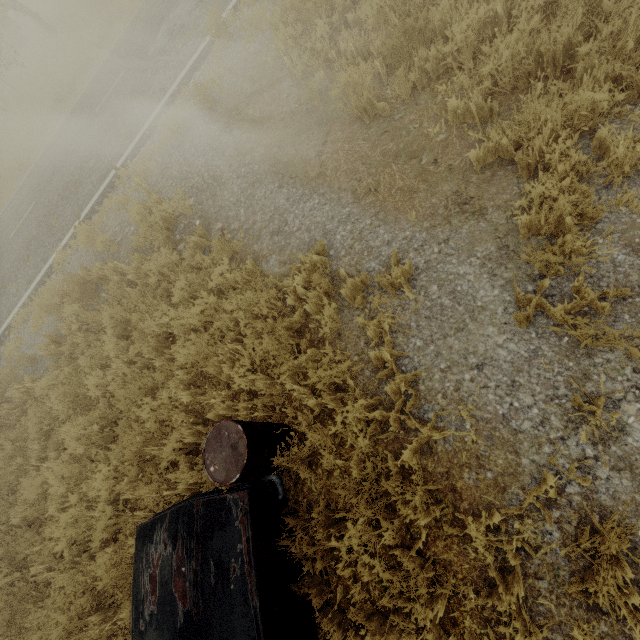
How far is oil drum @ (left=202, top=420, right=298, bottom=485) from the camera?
3.0 meters

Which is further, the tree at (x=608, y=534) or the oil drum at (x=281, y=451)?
the oil drum at (x=281, y=451)

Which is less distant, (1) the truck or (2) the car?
(2) the car

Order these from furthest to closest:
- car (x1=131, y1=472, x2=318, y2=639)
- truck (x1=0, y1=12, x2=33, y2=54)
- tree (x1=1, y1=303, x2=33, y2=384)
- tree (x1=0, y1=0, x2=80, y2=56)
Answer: truck (x1=0, y1=12, x2=33, y2=54)
tree (x1=0, y1=0, x2=80, y2=56)
tree (x1=1, y1=303, x2=33, y2=384)
car (x1=131, y1=472, x2=318, y2=639)

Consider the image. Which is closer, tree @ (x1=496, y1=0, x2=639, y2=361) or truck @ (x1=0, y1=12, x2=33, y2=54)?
tree @ (x1=496, y1=0, x2=639, y2=361)

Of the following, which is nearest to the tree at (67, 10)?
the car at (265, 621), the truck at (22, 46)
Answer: the truck at (22, 46)

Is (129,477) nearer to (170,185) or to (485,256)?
(485,256)

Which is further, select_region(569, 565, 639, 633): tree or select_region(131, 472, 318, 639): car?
select_region(131, 472, 318, 639): car
